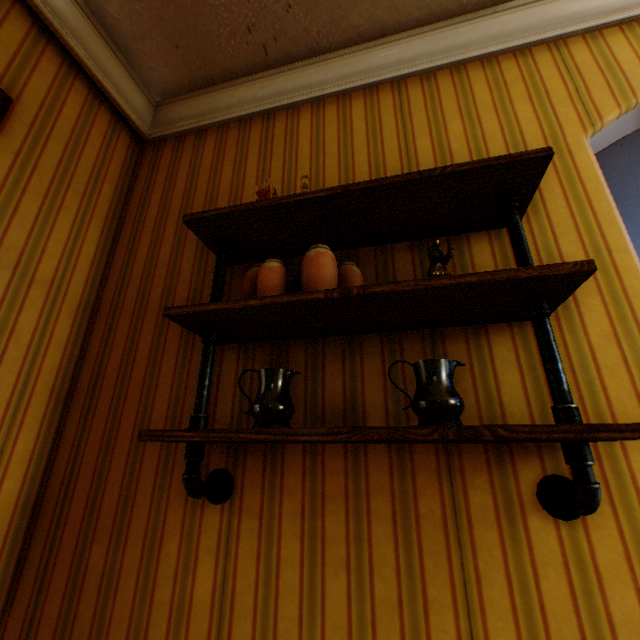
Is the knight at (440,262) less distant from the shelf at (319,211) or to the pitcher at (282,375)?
the shelf at (319,211)

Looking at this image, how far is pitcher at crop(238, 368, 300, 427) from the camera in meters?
1.1

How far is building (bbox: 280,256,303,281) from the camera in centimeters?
155cm

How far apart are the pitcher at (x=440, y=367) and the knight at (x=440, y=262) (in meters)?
0.26

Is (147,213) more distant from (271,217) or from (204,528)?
Answer: (204,528)

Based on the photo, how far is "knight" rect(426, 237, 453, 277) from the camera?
1.15m

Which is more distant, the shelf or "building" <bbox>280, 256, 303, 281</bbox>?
"building" <bbox>280, 256, 303, 281</bbox>
